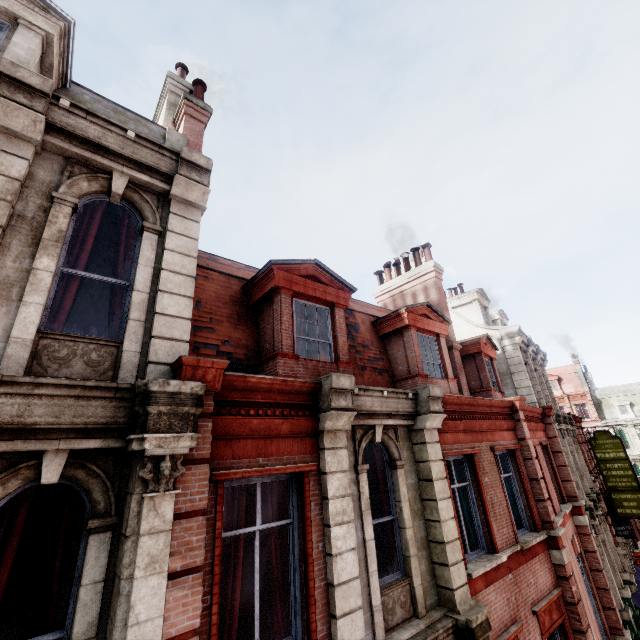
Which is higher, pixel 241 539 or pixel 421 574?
pixel 241 539

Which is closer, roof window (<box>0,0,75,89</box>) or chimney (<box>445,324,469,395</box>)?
roof window (<box>0,0,75,89</box>)

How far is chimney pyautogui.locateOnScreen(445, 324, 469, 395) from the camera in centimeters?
1159cm

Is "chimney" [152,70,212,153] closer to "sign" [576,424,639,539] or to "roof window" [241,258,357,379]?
"roof window" [241,258,357,379]

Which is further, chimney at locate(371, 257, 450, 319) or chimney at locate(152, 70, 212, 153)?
chimney at locate(371, 257, 450, 319)

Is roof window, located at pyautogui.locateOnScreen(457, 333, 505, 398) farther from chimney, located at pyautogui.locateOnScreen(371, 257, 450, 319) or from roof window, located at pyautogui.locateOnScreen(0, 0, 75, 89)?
roof window, located at pyautogui.locateOnScreen(0, 0, 75, 89)

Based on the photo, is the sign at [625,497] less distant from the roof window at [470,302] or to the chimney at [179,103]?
the roof window at [470,302]

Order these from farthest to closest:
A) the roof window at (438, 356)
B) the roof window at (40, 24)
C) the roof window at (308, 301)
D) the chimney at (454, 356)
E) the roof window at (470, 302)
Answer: the roof window at (470, 302) → the chimney at (454, 356) → the roof window at (438, 356) → the roof window at (308, 301) → the roof window at (40, 24)
